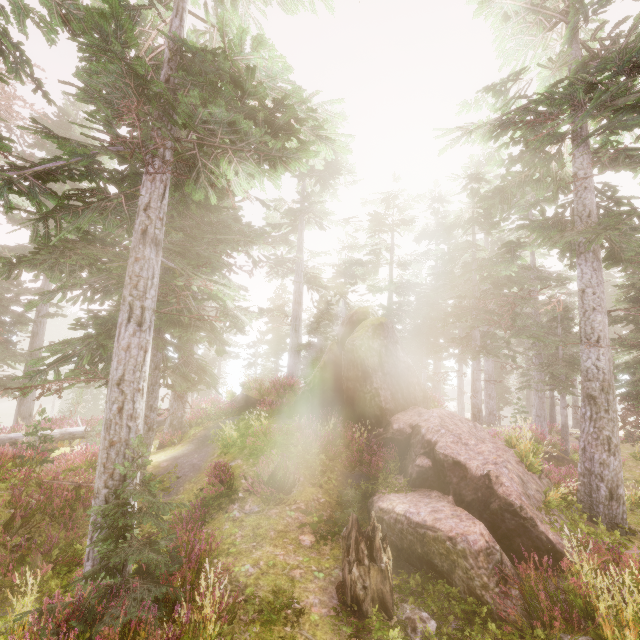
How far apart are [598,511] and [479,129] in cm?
1273

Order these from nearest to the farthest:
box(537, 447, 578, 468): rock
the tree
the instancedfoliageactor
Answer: the instancedfoliageactor
the tree
box(537, 447, 578, 468): rock

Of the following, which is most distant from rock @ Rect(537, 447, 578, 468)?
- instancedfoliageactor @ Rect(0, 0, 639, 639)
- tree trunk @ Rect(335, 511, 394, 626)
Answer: tree trunk @ Rect(335, 511, 394, 626)

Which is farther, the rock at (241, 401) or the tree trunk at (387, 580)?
the rock at (241, 401)

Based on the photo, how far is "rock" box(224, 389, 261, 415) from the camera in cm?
1686

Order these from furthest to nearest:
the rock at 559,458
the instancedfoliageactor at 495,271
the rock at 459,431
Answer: the rock at 559,458 < the rock at 459,431 < the instancedfoliageactor at 495,271
